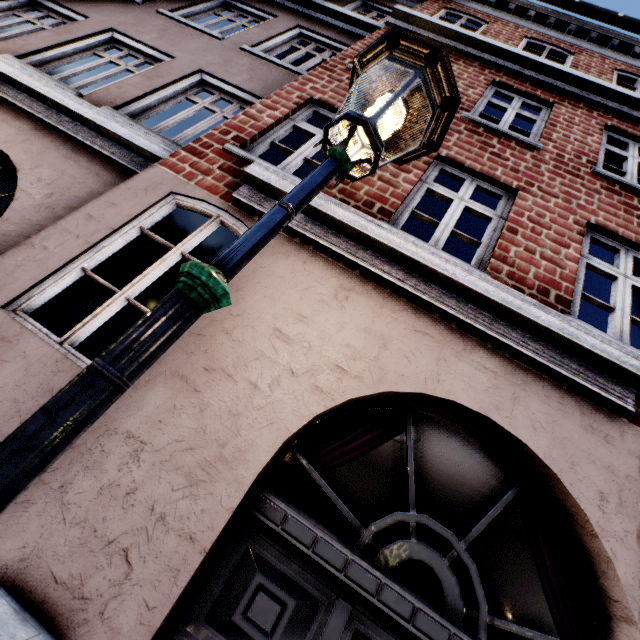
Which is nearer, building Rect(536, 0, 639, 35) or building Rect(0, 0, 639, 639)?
building Rect(0, 0, 639, 639)

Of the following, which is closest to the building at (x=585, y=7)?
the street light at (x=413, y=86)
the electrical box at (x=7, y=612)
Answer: the electrical box at (x=7, y=612)

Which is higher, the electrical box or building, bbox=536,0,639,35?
building, bbox=536,0,639,35

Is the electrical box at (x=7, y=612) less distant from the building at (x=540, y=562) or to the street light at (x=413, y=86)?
the building at (x=540, y=562)

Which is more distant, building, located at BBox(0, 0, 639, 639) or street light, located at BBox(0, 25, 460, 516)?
building, located at BBox(0, 0, 639, 639)

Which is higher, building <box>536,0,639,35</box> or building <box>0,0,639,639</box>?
building <box>536,0,639,35</box>

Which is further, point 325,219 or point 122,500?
point 325,219

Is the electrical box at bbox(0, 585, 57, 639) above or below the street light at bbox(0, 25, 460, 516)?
below
